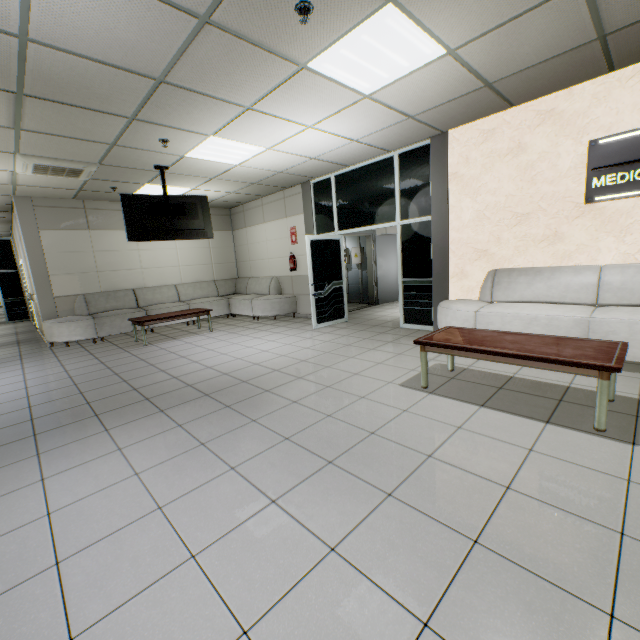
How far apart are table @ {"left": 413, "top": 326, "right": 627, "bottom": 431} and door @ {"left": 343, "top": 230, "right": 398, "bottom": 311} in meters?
4.8

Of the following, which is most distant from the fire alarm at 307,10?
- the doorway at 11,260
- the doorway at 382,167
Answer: the doorway at 11,260

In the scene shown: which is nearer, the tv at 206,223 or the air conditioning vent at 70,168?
the air conditioning vent at 70,168

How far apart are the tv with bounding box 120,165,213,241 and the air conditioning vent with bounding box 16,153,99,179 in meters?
0.5

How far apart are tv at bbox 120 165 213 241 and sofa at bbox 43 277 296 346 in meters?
2.3 m

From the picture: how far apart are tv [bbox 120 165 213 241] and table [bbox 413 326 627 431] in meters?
4.7 m

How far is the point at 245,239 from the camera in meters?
9.9 m

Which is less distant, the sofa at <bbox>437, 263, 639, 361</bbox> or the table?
the table
